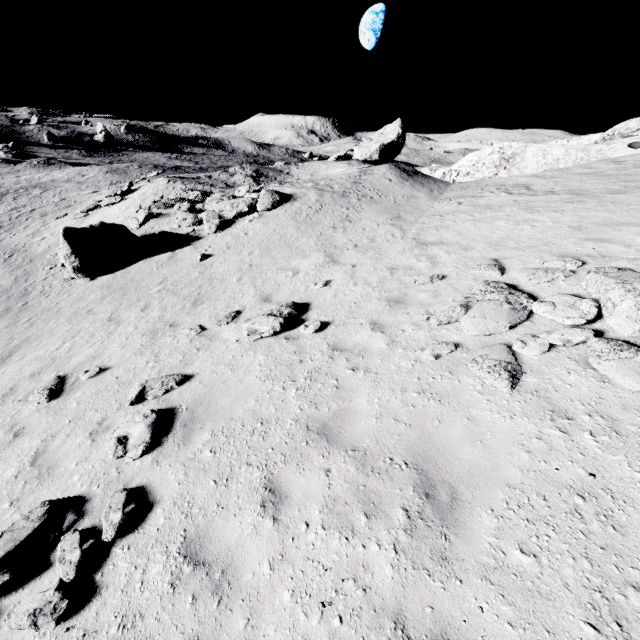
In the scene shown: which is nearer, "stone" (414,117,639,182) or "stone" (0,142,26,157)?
"stone" (414,117,639,182)

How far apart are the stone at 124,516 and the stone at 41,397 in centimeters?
432cm

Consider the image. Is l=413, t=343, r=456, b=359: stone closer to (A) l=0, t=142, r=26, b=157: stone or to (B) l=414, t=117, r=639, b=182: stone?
(B) l=414, t=117, r=639, b=182: stone

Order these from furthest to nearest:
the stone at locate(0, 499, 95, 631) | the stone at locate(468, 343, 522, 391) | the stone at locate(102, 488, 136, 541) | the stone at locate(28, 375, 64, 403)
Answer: the stone at locate(28, 375, 64, 403) < the stone at locate(468, 343, 522, 391) < the stone at locate(102, 488, 136, 541) < the stone at locate(0, 499, 95, 631)

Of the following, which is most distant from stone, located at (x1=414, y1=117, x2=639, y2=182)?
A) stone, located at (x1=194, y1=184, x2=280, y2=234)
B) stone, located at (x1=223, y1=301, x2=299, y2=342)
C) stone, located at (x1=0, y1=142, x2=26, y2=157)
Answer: stone, located at (x1=0, y1=142, x2=26, y2=157)

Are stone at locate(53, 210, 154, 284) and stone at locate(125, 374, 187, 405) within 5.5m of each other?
no

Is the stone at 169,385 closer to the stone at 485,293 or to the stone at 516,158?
the stone at 485,293

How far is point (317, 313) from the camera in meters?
8.4 m
